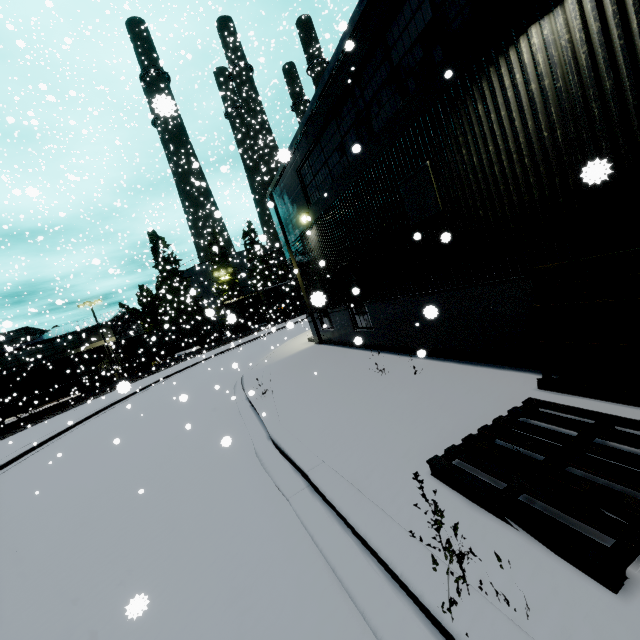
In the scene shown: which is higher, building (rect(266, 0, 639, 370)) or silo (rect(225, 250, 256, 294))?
silo (rect(225, 250, 256, 294))

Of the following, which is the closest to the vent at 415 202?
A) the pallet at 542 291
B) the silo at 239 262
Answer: the pallet at 542 291

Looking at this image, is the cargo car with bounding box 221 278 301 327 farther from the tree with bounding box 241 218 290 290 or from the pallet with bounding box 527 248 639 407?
the pallet with bounding box 527 248 639 407

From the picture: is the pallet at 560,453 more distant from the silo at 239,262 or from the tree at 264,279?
the tree at 264,279

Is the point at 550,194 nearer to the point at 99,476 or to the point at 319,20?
the point at 99,476

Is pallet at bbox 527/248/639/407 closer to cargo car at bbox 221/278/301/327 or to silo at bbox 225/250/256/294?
cargo car at bbox 221/278/301/327

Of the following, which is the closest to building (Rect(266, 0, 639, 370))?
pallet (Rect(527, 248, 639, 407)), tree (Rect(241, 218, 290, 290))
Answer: pallet (Rect(527, 248, 639, 407))

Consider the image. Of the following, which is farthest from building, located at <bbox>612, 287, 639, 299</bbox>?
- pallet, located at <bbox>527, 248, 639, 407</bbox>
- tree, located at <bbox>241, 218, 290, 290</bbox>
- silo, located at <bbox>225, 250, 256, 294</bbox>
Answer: tree, located at <bbox>241, 218, 290, 290</bbox>
